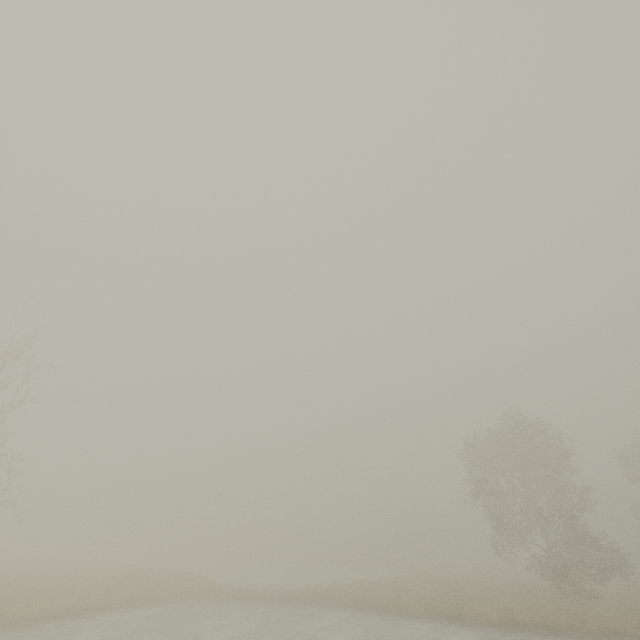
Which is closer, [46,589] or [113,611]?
[113,611]
